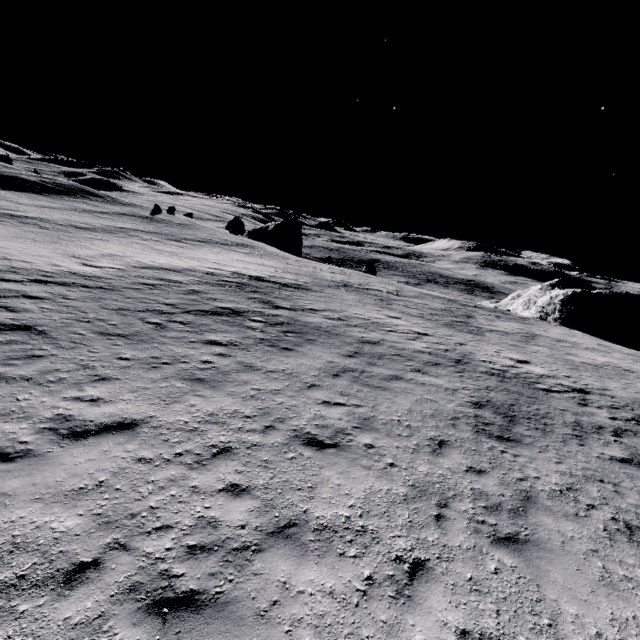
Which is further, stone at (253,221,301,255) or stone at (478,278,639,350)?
stone at (253,221,301,255)

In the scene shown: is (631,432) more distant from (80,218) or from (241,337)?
(80,218)

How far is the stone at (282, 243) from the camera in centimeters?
5658cm

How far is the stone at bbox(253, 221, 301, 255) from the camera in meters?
56.6 m

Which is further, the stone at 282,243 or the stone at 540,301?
the stone at 282,243
